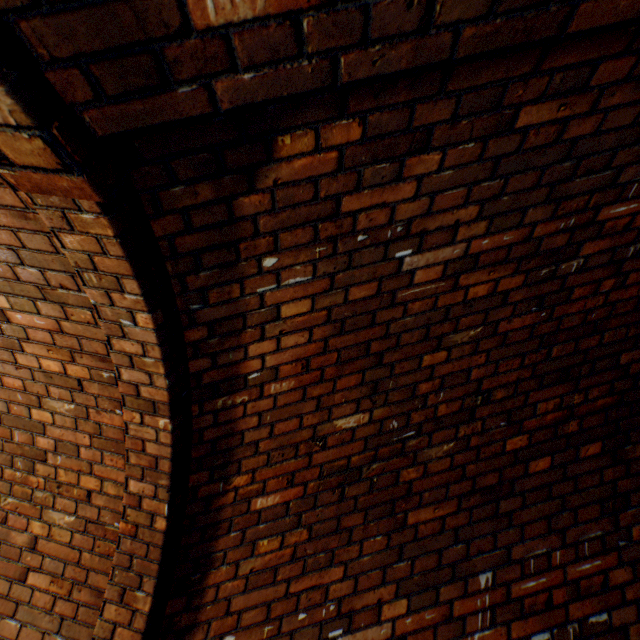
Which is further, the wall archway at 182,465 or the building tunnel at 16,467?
the building tunnel at 16,467

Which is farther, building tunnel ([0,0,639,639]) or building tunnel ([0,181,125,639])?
building tunnel ([0,181,125,639])

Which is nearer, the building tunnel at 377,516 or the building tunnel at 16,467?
the building tunnel at 377,516

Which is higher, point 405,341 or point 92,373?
point 405,341

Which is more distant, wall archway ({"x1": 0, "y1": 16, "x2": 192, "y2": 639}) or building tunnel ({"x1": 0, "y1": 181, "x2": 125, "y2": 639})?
building tunnel ({"x1": 0, "y1": 181, "x2": 125, "y2": 639})
